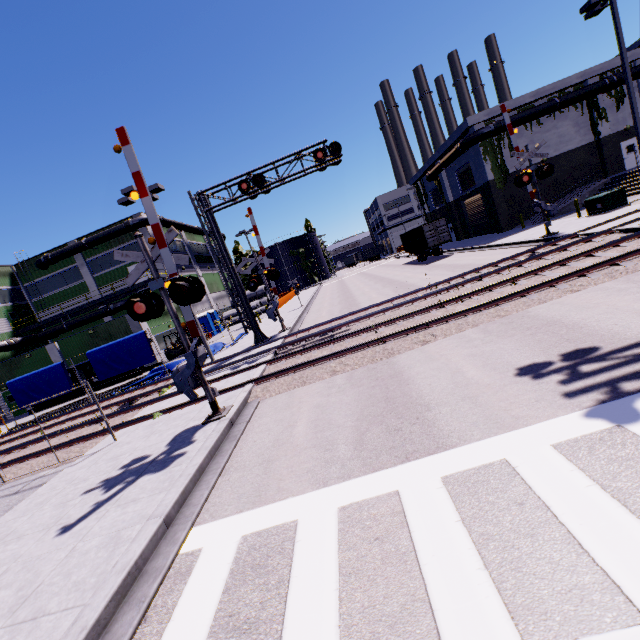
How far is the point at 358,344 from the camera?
10.29m

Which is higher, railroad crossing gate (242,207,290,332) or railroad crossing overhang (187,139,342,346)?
railroad crossing overhang (187,139,342,346)

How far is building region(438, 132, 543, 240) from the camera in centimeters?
2947cm

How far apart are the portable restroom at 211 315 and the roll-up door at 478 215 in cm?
2674

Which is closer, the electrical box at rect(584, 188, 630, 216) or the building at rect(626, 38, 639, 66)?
the electrical box at rect(584, 188, 630, 216)

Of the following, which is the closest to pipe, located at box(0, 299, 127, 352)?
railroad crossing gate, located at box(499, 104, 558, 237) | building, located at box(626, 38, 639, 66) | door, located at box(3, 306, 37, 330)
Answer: building, located at box(626, 38, 639, 66)

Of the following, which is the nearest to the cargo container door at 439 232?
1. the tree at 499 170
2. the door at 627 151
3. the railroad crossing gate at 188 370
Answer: the tree at 499 170

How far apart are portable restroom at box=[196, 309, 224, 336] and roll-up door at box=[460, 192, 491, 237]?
26.74m
